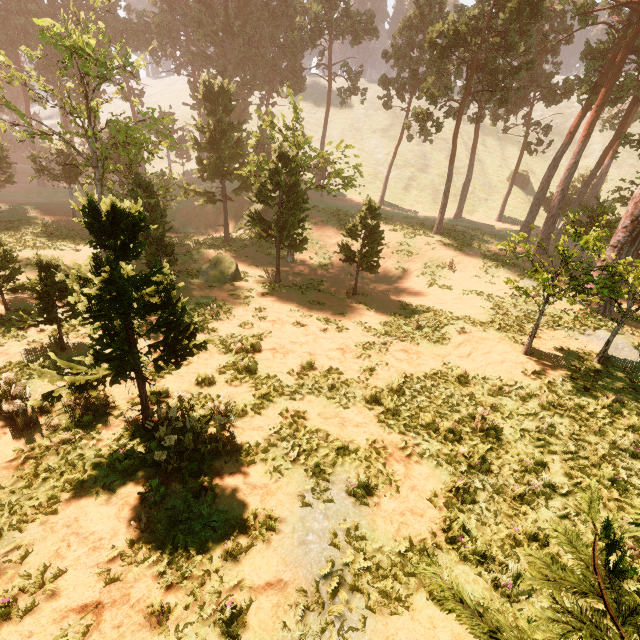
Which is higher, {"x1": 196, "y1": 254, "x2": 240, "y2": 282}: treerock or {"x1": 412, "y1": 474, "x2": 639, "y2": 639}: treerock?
{"x1": 412, "y1": 474, "x2": 639, "y2": 639}: treerock

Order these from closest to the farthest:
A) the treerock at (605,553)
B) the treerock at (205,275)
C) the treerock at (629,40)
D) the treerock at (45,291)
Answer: the treerock at (605,553) → the treerock at (45,291) → the treerock at (629,40) → the treerock at (205,275)

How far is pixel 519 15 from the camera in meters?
22.4 m

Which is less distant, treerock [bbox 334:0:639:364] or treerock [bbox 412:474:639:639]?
treerock [bbox 412:474:639:639]

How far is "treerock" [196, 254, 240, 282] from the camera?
21.6 meters

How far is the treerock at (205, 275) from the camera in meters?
21.6 m
